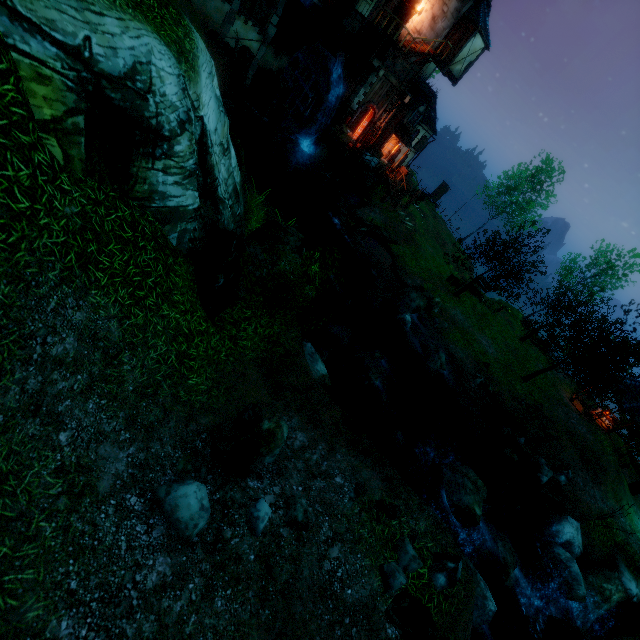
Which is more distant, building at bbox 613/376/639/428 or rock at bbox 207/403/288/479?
building at bbox 613/376/639/428

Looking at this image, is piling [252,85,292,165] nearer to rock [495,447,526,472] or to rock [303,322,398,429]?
rock [303,322,398,429]

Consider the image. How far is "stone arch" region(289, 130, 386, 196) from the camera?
26.7 meters

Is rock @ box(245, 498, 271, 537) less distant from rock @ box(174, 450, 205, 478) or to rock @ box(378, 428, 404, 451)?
rock @ box(174, 450, 205, 478)

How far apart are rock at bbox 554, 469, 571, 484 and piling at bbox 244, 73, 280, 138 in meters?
31.7

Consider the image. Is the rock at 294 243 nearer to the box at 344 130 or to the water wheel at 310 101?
the water wheel at 310 101

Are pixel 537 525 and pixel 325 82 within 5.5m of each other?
no

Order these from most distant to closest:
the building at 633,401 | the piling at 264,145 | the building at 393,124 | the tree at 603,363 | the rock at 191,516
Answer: the building at 393,124 < the piling at 264,145 < the building at 633,401 < the tree at 603,363 < the rock at 191,516
